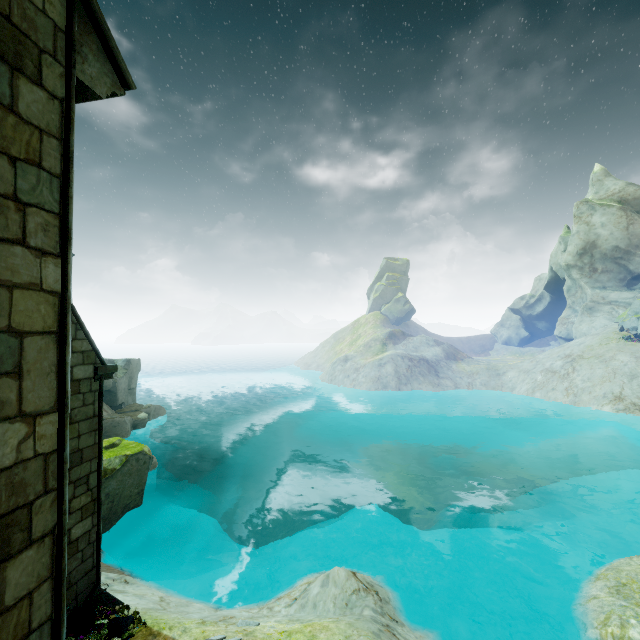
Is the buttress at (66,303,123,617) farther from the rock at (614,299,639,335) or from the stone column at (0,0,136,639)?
the rock at (614,299,639,335)

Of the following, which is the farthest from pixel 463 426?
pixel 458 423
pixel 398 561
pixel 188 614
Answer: pixel 188 614

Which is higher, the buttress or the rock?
the rock

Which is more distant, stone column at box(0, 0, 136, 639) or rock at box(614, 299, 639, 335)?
rock at box(614, 299, 639, 335)

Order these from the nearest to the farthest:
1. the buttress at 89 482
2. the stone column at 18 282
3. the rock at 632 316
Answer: the stone column at 18 282 → the buttress at 89 482 → the rock at 632 316

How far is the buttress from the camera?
6.6 meters

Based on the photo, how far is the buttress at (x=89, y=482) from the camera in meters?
6.6 m
